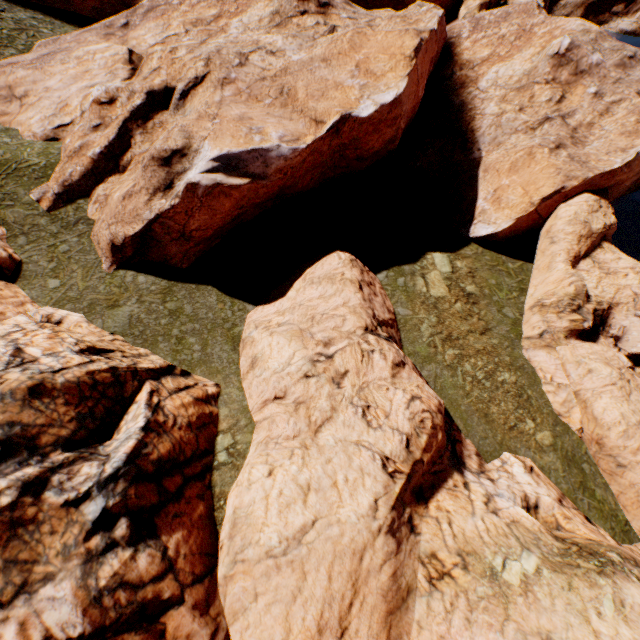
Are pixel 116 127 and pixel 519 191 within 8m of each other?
no

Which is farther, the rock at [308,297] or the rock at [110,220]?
the rock at [110,220]

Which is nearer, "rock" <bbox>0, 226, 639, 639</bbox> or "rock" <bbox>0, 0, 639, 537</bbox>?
"rock" <bbox>0, 226, 639, 639</bbox>
